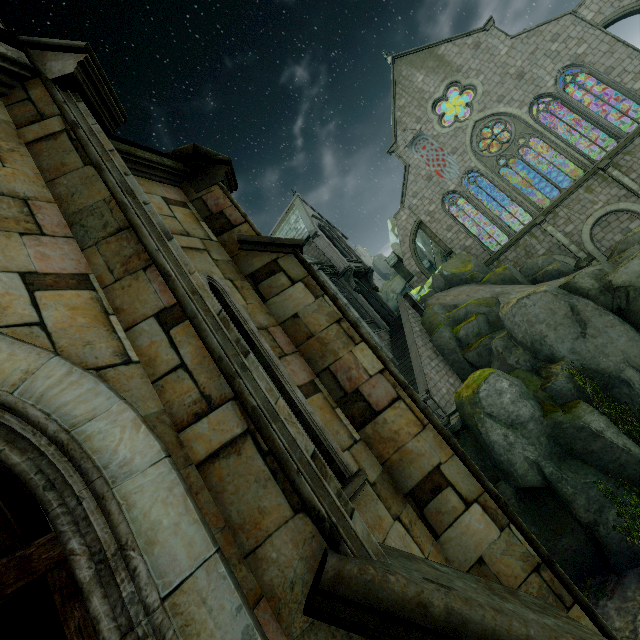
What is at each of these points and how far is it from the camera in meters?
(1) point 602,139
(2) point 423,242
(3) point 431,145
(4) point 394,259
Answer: (1) rock, 29.2
(2) rock, 48.5
(3) flag, 29.1
(4) merlon, 31.7

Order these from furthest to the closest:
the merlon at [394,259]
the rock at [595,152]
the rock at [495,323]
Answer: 1. the merlon at [394,259]
2. the rock at [595,152]
3. the rock at [495,323]

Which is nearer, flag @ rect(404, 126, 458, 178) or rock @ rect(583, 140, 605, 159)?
flag @ rect(404, 126, 458, 178)

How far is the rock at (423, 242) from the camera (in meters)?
48.49

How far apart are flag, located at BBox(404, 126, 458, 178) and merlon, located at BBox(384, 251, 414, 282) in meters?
7.3 m

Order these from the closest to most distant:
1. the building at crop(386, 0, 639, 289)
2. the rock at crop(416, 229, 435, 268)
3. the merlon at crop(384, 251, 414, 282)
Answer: the building at crop(386, 0, 639, 289) < the merlon at crop(384, 251, 414, 282) < the rock at crop(416, 229, 435, 268)

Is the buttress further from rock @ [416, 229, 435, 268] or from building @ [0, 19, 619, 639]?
rock @ [416, 229, 435, 268]

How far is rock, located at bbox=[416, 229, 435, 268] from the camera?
48.49m
